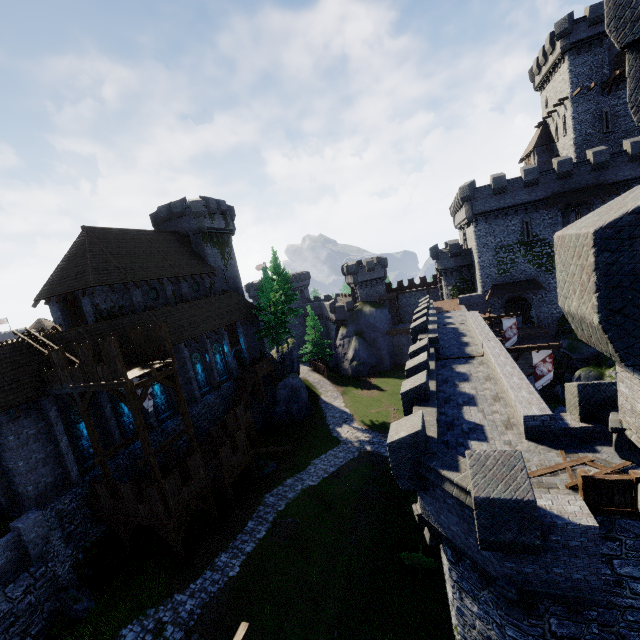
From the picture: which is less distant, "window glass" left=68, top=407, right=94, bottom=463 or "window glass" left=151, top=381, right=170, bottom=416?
"window glass" left=68, top=407, right=94, bottom=463

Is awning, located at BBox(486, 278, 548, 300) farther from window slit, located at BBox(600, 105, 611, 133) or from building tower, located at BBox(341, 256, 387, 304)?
building tower, located at BBox(341, 256, 387, 304)

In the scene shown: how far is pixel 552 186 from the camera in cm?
3403

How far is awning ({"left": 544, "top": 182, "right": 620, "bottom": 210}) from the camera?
32.3 meters

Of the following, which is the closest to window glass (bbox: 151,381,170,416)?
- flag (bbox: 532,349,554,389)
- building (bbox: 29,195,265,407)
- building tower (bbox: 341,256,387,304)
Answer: building (bbox: 29,195,265,407)

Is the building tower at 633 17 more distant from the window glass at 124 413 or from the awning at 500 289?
the awning at 500 289

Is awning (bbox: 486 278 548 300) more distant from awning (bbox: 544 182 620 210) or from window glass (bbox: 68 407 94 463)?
window glass (bbox: 68 407 94 463)

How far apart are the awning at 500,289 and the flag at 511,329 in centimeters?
866cm
